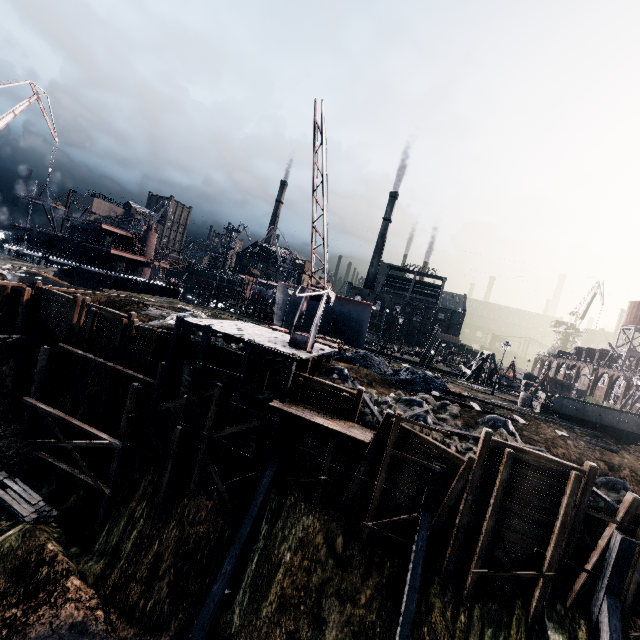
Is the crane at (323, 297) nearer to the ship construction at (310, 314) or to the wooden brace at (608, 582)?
the wooden brace at (608, 582)

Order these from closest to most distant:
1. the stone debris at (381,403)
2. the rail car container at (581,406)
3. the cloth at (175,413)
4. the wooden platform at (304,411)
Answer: the wooden platform at (304,411) < the stone debris at (381,403) < the cloth at (175,413) < the rail car container at (581,406)

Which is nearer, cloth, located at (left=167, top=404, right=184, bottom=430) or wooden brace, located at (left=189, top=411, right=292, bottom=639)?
wooden brace, located at (left=189, top=411, right=292, bottom=639)

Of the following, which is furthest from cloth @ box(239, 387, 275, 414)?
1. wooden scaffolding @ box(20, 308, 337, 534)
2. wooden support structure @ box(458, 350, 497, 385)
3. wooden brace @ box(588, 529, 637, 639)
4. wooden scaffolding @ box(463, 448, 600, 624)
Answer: wooden support structure @ box(458, 350, 497, 385)

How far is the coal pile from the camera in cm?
2588

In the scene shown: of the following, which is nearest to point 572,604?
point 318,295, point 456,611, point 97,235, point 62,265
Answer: point 456,611

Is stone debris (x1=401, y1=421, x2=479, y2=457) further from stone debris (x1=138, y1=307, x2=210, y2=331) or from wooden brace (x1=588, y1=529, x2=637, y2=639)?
stone debris (x1=138, y1=307, x2=210, y2=331)

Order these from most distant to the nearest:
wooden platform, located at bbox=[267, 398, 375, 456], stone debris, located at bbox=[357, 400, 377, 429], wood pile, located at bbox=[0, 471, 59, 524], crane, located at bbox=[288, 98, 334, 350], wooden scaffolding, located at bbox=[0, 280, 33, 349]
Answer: wooden scaffolding, located at bbox=[0, 280, 33, 349] < stone debris, located at bbox=[357, 400, 377, 429] < wood pile, located at bbox=[0, 471, 59, 524] < wooden platform, located at bbox=[267, 398, 375, 456] < crane, located at bbox=[288, 98, 334, 350]
